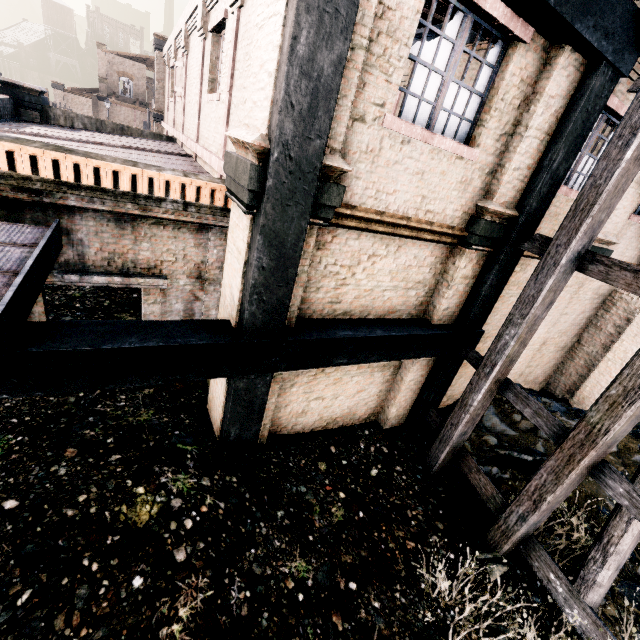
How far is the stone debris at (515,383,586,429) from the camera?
10.3m

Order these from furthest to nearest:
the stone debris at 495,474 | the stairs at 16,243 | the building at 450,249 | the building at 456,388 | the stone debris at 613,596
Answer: the building at 456,388
the stone debris at 495,474
the stone debris at 613,596
the building at 450,249
the stairs at 16,243

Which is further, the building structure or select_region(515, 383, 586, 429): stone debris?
select_region(515, 383, 586, 429): stone debris

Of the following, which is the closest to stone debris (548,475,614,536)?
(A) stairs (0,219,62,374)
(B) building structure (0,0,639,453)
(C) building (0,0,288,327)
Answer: (C) building (0,0,288,327)

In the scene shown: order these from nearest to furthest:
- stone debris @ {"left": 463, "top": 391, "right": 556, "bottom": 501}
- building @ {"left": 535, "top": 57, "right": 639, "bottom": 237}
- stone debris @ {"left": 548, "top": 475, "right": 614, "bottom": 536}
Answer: building @ {"left": 535, "top": 57, "right": 639, "bottom": 237}, stone debris @ {"left": 548, "top": 475, "right": 614, "bottom": 536}, stone debris @ {"left": 463, "top": 391, "right": 556, "bottom": 501}

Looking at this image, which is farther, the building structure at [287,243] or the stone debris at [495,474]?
the stone debris at [495,474]

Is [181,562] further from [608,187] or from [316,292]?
[608,187]
